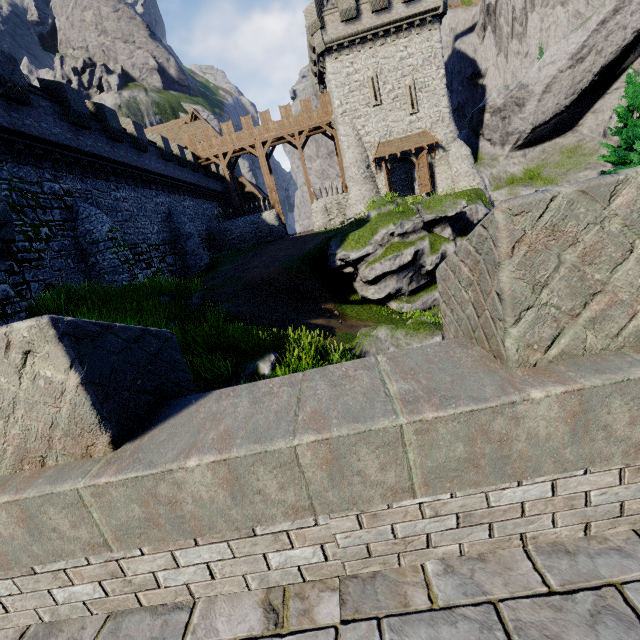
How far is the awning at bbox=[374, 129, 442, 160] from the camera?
28.72m

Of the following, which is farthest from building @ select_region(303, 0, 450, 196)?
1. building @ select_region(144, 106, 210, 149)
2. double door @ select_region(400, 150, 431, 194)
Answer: building @ select_region(144, 106, 210, 149)

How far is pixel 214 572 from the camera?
2.1 meters

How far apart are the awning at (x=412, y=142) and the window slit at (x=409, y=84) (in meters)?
1.30

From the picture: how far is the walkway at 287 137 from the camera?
32.03m

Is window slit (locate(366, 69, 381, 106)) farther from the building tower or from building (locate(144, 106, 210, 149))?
building (locate(144, 106, 210, 149))

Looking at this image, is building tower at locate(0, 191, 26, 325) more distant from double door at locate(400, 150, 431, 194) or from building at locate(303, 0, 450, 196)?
double door at locate(400, 150, 431, 194)

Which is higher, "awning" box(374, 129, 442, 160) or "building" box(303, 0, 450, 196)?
"building" box(303, 0, 450, 196)
